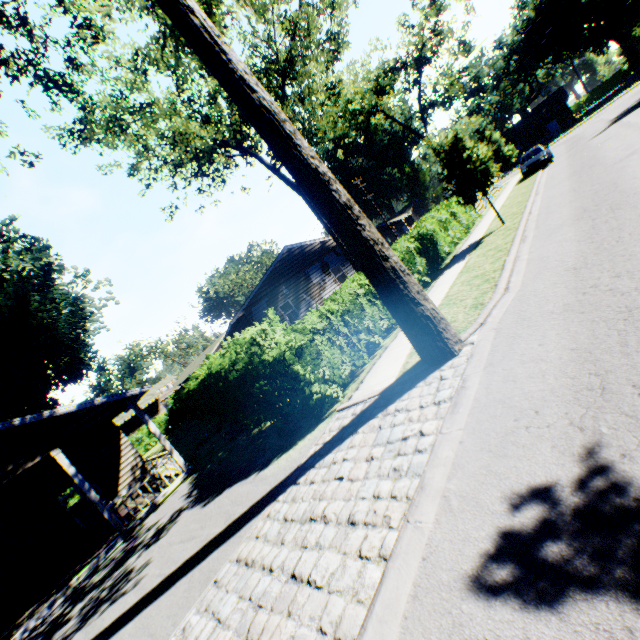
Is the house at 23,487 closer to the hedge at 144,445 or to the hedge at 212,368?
the hedge at 212,368

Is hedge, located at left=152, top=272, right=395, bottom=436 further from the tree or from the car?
the tree

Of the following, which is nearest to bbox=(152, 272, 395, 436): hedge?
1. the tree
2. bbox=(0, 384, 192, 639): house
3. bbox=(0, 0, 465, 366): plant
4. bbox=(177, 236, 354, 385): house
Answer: bbox=(0, 384, 192, 639): house

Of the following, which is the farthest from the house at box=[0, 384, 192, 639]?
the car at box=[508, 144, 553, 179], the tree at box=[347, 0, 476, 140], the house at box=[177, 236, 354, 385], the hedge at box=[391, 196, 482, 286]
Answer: the tree at box=[347, 0, 476, 140]

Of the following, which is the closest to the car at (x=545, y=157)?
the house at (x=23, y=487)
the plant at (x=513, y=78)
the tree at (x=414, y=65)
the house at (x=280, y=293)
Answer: the tree at (x=414, y=65)

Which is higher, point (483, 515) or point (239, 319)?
point (239, 319)

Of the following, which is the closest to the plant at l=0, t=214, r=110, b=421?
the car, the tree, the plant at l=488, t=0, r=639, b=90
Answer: the car

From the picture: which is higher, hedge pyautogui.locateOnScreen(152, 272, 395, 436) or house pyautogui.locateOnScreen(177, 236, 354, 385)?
house pyautogui.locateOnScreen(177, 236, 354, 385)
